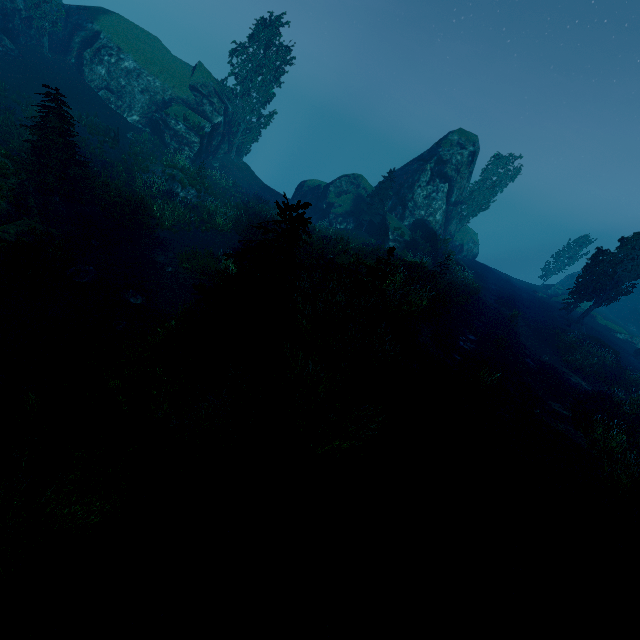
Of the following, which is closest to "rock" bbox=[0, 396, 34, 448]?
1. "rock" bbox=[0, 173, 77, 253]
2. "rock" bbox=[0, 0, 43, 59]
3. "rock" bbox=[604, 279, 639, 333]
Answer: "rock" bbox=[0, 173, 77, 253]

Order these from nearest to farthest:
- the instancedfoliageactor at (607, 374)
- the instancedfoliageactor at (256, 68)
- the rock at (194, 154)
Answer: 1. the instancedfoliageactor at (607, 374)
2. the rock at (194, 154)
3. the instancedfoliageactor at (256, 68)

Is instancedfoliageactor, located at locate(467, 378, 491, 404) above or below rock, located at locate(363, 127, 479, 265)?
below

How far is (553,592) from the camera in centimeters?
512cm

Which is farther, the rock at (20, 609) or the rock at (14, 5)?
the rock at (14, 5)

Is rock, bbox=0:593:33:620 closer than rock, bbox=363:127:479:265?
Yes

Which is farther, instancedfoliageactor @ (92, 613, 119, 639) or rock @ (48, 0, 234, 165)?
rock @ (48, 0, 234, 165)

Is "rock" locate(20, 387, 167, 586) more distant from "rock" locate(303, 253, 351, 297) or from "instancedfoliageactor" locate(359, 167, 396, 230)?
"rock" locate(303, 253, 351, 297)
